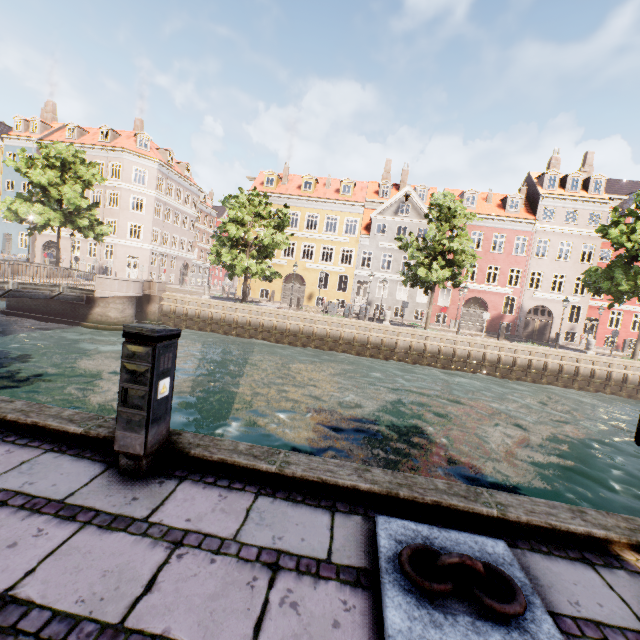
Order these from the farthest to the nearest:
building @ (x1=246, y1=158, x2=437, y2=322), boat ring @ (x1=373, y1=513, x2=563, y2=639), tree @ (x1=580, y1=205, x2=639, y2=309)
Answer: building @ (x1=246, y1=158, x2=437, y2=322) → tree @ (x1=580, y1=205, x2=639, y2=309) → boat ring @ (x1=373, y1=513, x2=563, y2=639)

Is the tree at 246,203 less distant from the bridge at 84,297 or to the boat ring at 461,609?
the bridge at 84,297

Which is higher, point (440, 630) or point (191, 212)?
point (191, 212)

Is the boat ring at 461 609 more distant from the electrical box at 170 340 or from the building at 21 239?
the building at 21 239

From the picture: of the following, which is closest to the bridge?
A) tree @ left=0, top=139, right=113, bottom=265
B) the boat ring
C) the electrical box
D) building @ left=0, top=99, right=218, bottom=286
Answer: tree @ left=0, top=139, right=113, bottom=265

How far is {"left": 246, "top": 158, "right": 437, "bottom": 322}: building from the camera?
31.7 meters

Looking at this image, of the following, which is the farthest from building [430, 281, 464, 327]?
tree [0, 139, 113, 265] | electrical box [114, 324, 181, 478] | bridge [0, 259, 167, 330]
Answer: electrical box [114, 324, 181, 478]

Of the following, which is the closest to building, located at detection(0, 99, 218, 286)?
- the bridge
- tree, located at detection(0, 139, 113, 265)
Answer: tree, located at detection(0, 139, 113, 265)
